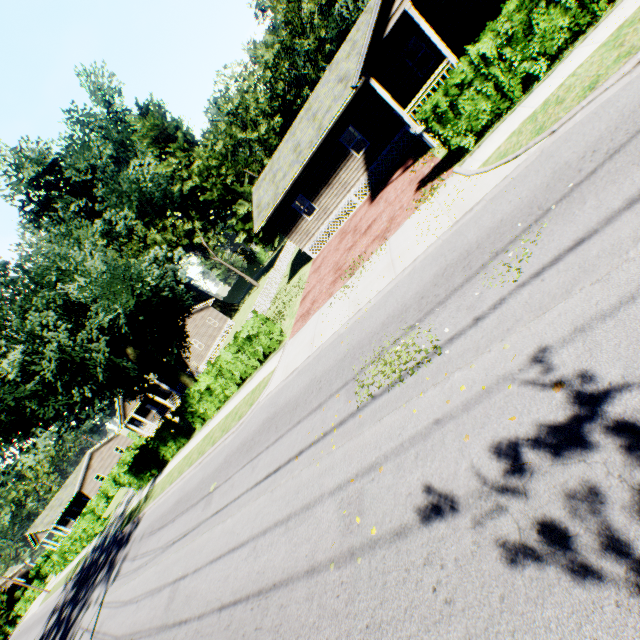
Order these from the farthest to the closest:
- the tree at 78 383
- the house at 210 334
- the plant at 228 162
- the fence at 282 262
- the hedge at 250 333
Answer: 1. the plant at 228 162
2. the house at 210 334
3. the fence at 282 262
4. the hedge at 250 333
5. the tree at 78 383

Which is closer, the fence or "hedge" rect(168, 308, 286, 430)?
"hedge" rect(168, 308, 286, 430)

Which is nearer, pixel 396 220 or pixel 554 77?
pixel 554 77

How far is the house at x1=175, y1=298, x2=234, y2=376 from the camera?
39.1 meters

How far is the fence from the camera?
27.4m

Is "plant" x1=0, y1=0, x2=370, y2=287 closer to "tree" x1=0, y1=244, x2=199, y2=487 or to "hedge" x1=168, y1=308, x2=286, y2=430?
"tree" x1=0, y1=244, x2=199, y2=487

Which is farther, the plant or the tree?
the plant

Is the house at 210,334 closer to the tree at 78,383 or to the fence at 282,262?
the tree at 78,383
